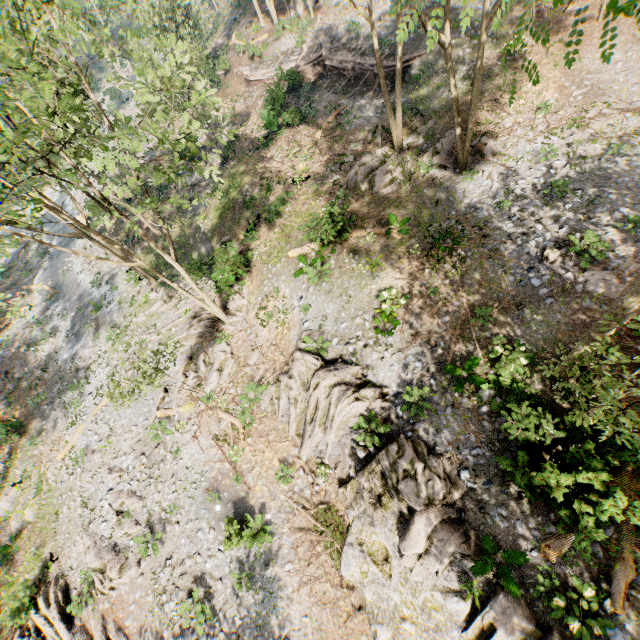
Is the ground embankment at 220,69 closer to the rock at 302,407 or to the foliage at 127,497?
the foliage at 127,497

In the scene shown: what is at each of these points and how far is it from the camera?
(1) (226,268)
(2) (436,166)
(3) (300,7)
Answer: (1) foliage, 19.17m
(2) foliage, 18.12m
(3) foliage, 32.59m

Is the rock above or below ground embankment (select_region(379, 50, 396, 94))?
below

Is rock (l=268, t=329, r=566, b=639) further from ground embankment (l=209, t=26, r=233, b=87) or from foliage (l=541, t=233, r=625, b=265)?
ground embankment (l=209, t=26, r=233, b=87)

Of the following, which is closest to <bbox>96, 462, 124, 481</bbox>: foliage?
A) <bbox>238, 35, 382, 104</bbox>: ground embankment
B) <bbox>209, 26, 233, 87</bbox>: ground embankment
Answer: <bbox>238, 35, 382, 104</bbox>: ground embankment

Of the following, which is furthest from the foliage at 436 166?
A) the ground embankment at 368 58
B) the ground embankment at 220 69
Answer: the ground embankment at 220 69

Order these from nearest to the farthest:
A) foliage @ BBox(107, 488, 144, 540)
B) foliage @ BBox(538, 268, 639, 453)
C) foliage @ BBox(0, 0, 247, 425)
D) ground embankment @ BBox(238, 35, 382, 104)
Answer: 1. foliage @ BBox(538, 268, 639, 453)
2. foliage @ BBox(0, 0, 247, 425)
3. foliage @ BBox(107, 488, 144, 540)
4. ground embankment @ BBox(238, 35, 382, 104)
